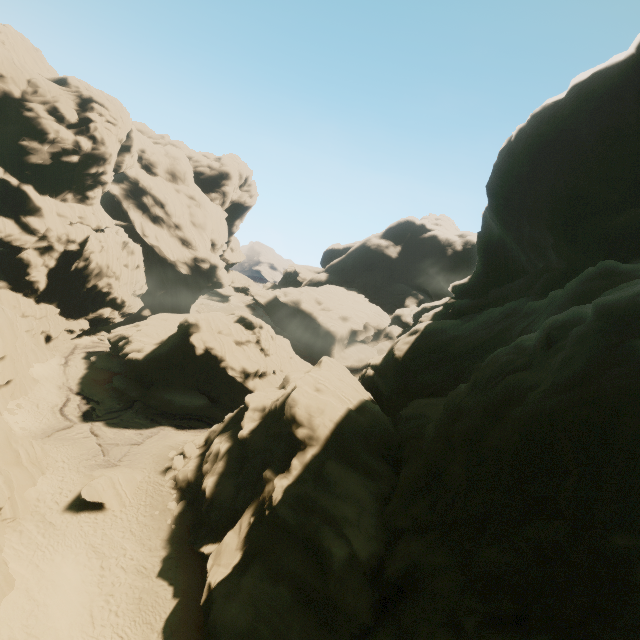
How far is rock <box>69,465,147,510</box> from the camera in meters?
23.4 m

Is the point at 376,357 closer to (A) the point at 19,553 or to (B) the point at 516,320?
(B) the point at 516,320

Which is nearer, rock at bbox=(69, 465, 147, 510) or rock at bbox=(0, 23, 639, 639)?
rock at bbox=(0, 23, 639, 639)

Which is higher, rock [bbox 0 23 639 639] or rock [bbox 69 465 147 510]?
rock [bbox 0 23 639 639]

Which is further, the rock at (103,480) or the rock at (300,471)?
the rock at (103,480)

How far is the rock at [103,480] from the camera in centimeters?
2338cm
